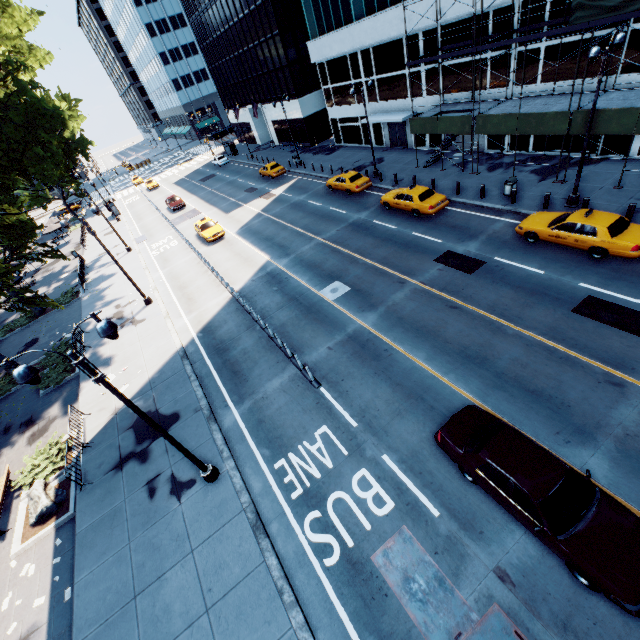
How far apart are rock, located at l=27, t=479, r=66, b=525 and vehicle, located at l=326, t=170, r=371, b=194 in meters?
26.8 m

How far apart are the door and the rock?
37.5m

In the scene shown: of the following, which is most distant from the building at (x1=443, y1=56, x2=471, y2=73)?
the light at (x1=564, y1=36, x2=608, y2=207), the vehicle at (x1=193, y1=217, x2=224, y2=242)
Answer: the vehicle at (x1=193, y1=217, x2=224, y2=242)

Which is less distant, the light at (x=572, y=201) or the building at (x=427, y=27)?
the light at (x=572, y=201)

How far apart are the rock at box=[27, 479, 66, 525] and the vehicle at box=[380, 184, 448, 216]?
23.9 meters

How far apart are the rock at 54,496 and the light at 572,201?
28.0 meters

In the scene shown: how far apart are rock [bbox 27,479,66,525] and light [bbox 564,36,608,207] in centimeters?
2802cm

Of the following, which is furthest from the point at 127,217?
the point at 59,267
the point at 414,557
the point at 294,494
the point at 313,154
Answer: the point at 414,557
